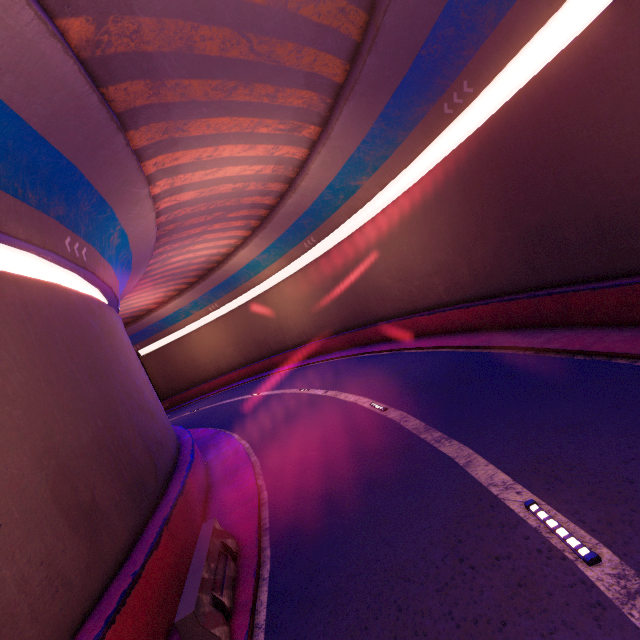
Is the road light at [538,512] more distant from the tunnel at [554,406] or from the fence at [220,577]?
the fence at [220,577]

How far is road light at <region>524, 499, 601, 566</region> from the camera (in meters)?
4.01

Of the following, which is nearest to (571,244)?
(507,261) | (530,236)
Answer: (530,236)

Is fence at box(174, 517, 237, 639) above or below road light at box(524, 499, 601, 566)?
above

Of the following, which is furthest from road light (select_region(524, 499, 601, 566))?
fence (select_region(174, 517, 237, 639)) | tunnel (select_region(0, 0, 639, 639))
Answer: fence (select_region(174, 517, 237, 639))

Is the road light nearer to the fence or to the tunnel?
the tunnel

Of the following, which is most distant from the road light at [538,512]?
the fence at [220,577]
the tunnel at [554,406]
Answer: the fence at [220,577]
